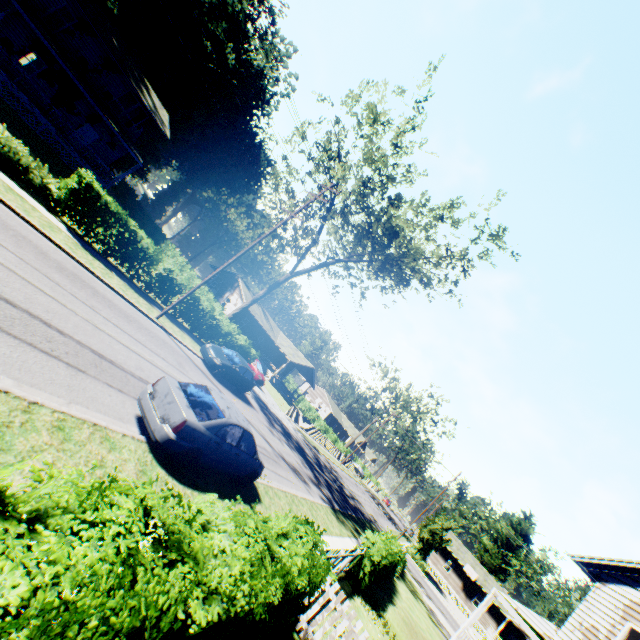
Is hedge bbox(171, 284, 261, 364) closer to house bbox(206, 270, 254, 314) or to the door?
house bbox(206, 270, 254, 314)

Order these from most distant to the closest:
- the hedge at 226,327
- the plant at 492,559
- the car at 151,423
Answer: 1. the plant at 492,559
2. the hedge at 226,327
3. the car at 151,423

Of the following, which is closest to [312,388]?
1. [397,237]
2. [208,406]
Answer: [397,237]

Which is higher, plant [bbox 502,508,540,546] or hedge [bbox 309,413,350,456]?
plant [bbox 502,508,540,546]

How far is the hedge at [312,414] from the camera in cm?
5516

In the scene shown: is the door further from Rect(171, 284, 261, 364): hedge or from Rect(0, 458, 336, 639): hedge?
Rect(0, 458, 336, 639): hedge

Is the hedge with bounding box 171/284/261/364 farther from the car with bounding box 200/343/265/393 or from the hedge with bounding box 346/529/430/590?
the hedge with bounding box 346/529/430/590

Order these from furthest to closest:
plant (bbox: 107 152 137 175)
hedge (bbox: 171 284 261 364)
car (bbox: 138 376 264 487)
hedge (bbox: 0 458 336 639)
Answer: plant (bbox: 107 152 137 175)
hedge (bbox: 171 284 261 364)
car (bbox: 138 376 264 487)
hedge (bbox: 0 458 336 639)
